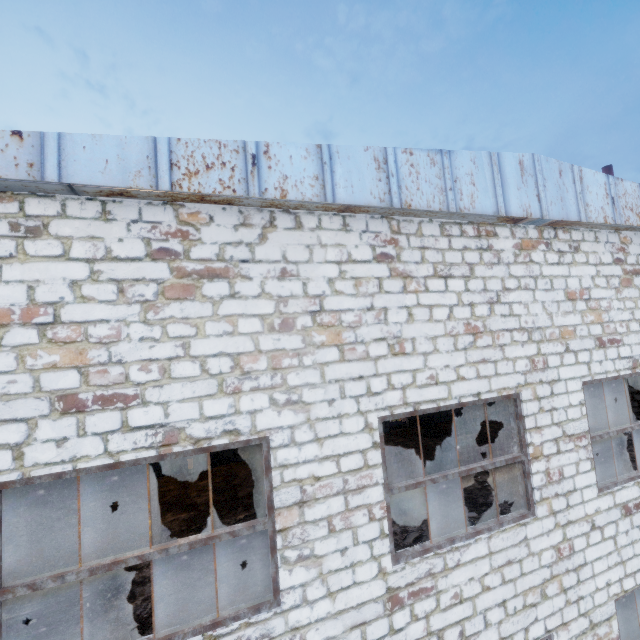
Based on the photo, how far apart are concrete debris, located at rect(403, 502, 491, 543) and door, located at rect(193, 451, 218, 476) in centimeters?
790cm

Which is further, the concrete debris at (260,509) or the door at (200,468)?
the door at (200,468)

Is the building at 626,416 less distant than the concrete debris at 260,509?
No

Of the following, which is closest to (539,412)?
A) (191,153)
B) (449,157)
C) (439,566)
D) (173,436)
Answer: (439,566)

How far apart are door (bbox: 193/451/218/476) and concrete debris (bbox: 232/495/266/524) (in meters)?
4.20

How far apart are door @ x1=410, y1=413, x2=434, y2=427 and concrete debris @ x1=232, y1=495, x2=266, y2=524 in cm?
792

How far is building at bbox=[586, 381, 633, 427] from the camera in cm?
1381

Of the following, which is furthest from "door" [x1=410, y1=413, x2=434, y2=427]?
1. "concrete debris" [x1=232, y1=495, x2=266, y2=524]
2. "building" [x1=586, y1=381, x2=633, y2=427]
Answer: "concrete debris" [x1=232, y1=495, x2=266, y2=524]
